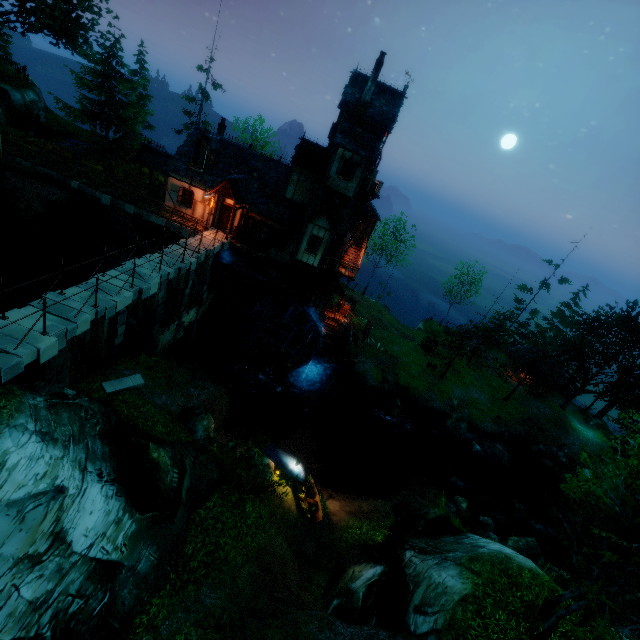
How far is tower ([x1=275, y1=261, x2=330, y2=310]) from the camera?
26.48m

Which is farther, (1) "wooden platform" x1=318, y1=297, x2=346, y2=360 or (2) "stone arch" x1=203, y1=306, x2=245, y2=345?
(1) "wooden platform" x1=318, y1=297, x2=346, y2=360

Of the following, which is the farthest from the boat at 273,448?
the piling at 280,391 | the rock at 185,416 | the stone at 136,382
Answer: the stone at 136,382

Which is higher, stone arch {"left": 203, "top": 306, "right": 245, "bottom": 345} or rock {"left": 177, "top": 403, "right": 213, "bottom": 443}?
rock {"left": 177, "top": 403, "right": 213, "bottom": 443}

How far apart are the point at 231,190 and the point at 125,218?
8.5 meters

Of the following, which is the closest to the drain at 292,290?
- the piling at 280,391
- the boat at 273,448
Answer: the piling at 280,391

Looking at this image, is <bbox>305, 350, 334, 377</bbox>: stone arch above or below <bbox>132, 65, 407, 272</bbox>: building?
below

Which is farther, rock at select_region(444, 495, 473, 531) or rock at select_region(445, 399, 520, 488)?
rock at select_region(445, 399, 520, 488)
